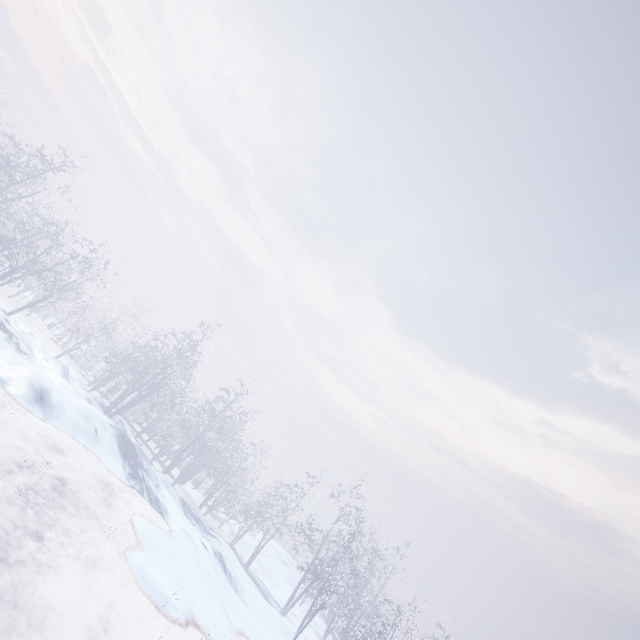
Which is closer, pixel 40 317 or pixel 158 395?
pixel 158 395
